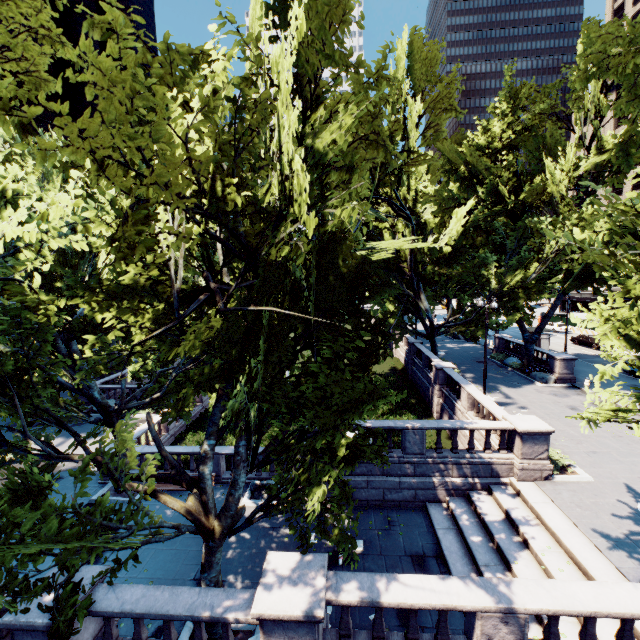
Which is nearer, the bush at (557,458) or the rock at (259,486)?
the bush at (557,458)

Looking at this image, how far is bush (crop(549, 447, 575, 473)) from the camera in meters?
14.1

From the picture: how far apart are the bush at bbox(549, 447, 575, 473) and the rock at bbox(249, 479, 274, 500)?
11.3m

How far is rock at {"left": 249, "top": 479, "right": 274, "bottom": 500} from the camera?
15.2 meters

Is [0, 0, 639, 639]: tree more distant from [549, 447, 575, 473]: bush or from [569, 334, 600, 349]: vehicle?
[569, 334, 600, 349]: vehicle

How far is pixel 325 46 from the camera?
7.1m

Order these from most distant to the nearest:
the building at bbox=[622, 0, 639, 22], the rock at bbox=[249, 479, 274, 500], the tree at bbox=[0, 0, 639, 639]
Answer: the building at bbox=[622, 0, 639, 22] → the rock at bbox=[249, 479, 274, 500] → the tree at bbox=[0, 0, 639, 639]

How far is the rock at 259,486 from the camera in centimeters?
1520cm
